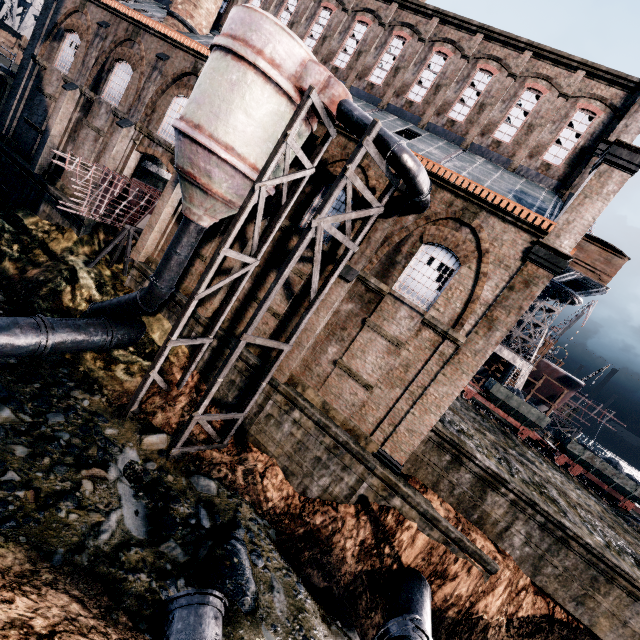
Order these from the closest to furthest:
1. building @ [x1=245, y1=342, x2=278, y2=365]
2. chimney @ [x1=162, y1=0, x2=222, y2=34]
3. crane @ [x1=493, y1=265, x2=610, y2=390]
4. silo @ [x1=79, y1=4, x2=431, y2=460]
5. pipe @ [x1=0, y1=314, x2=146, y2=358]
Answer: silo @ [x1=79, y1=4, x2=431, y2=460] < pipe @ [x1=0, y1=314, x2=146, y2=358] < building @ [x1=245, y1=342, x2=278, y2=365] < chimney @ [x1=162, y1=0, x2=222, y2=34] < crane @ [x1=493, y1=265, x2=610, y2=390]

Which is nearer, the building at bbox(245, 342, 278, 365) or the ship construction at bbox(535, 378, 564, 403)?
the building at bbox(245, 342, 278, 365)

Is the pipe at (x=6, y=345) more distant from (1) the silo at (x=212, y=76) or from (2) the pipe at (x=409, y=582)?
(2) the pipe at (x=409, y=582)

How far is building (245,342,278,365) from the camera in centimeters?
1720cm

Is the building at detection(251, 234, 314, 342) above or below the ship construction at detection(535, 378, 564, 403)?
below

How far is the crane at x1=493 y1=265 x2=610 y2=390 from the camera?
30.3m

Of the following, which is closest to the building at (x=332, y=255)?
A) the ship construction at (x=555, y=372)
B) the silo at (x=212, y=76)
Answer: the silo at (x=212, y=76)

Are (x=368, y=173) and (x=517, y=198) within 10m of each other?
yes
